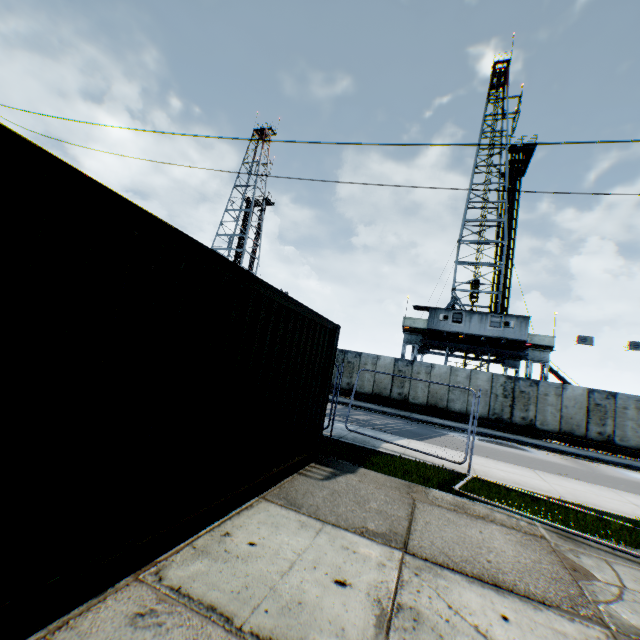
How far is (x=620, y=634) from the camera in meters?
3.1 m

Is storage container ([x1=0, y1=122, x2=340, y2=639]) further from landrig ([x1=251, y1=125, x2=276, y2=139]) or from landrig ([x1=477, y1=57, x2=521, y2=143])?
landrig ([x1=251, y1=125, x2=276, y2=139])

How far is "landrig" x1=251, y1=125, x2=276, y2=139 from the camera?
48.1m

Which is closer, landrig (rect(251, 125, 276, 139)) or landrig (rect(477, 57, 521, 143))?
landrig (rect(477, 57, 521, 143))

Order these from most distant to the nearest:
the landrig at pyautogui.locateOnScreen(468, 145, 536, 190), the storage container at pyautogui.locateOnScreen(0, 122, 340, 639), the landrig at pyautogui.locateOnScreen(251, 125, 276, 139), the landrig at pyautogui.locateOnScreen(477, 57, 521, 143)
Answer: the landrig at pyautogui.locateOnScreen(251, 125, 276, 139) < the landrig at pyautogui.locateOnScreen(477, 57, 521, 143) < the landrig at pyautogui.locateOnScreen(468, 145, 536, 190) < the storage container at pyautogui.locateOnScreen(0, 122, 340, 639)

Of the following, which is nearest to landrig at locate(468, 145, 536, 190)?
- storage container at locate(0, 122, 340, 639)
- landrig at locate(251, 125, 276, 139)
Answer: storage container at locate(0, 122, 340, 639)

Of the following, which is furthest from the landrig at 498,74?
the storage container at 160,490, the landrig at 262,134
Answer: the landrig at 262,134
